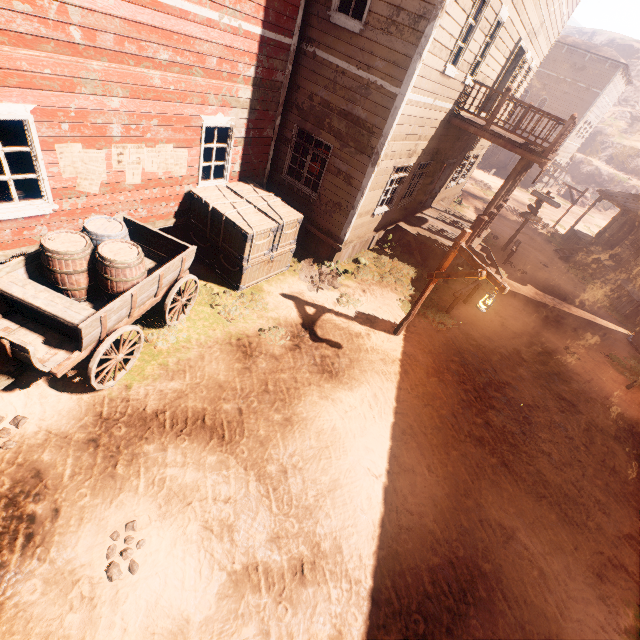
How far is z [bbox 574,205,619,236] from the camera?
29.3m

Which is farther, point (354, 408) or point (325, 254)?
point (325, 254)

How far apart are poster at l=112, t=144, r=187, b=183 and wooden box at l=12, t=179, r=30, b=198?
1.4m

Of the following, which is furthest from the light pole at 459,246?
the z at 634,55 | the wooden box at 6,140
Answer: the wooden box at 6,140

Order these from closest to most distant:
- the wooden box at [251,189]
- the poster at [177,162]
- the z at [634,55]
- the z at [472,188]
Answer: the poster at [177,162] → the wooden box at [251,189] → the z at [472,188] → the z at [634,55]

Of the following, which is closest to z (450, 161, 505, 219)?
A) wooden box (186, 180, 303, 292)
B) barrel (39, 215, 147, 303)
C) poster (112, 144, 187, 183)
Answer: wooden box (186, 180, 303, 292)

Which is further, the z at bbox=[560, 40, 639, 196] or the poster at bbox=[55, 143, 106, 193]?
the z at bbox=[560, 40, 639, 196]

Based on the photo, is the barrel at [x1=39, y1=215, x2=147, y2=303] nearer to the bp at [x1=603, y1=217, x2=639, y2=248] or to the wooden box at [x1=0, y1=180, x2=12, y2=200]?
the wooden box at [x1=0, y1=180, x2=12, y2=200]
